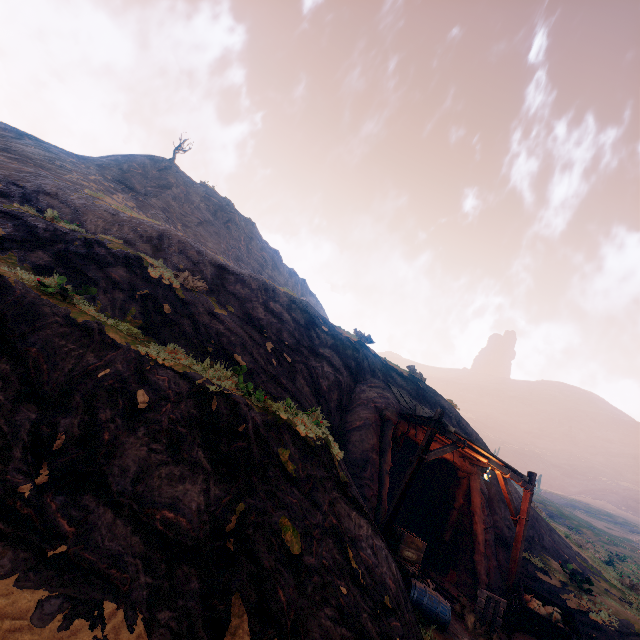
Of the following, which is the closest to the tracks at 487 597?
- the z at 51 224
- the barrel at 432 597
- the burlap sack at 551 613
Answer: the z at 51 224

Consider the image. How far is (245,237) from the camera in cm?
3797

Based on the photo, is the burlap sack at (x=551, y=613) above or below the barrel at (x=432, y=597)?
above

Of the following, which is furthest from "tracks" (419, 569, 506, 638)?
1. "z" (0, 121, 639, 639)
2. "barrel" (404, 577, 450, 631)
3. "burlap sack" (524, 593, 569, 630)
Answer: "burlap sack" (524, 593, 569, 630)

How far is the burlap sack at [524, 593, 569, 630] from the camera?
9.4 meters

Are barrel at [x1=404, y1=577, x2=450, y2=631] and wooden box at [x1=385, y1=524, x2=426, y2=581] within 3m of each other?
yes

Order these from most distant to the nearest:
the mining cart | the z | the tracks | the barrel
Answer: the mining cart
the tracks
the barrel
the z

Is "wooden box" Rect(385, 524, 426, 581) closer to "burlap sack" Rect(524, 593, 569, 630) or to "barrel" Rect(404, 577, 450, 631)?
"barrel" Rect(404, 577, 450, 631)
